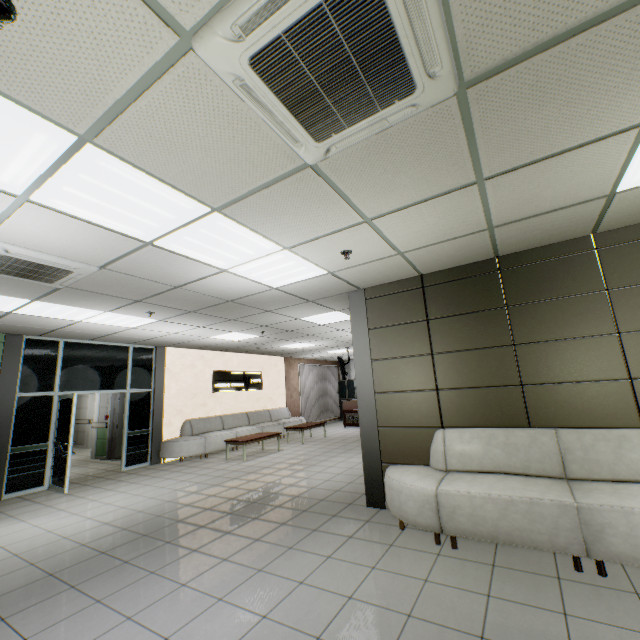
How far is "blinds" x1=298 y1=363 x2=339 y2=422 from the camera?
15.22m

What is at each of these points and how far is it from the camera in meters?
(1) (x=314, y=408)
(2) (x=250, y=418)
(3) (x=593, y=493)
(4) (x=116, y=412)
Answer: (1) blinds, 15.7
(2) sofa, 11.8
(3) sofa, 3.0
(4) door, 10.4

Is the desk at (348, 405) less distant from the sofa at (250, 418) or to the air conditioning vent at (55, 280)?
the sofa at (250, 418)

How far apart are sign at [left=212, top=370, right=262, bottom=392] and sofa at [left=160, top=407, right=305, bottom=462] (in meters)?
0.78

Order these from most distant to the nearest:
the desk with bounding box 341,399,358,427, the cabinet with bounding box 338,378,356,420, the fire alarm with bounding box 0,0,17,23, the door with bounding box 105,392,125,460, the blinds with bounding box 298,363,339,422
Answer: the cabinet with bounding box 338,378,356,420
the blinds with bounding box 298,363,339,422
the desk with bounding box 341,399,358,427
the door with bounding box 105,392,125,460
the fire alarm with bounding box 0,0,17,23

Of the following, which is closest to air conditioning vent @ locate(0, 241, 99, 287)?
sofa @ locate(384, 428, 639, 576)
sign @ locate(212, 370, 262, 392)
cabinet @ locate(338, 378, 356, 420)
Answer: sofa @ locate(384, 428, 639, 576)

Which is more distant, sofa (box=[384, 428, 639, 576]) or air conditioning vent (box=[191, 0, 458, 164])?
sofa (box=[384, 428, 639, 576])

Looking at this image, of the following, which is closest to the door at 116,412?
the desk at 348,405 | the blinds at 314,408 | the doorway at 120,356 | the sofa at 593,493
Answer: the doorway at 120,356
